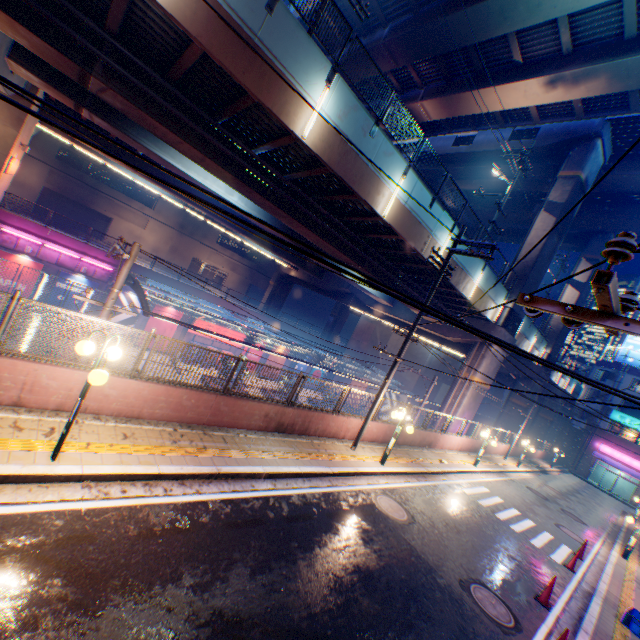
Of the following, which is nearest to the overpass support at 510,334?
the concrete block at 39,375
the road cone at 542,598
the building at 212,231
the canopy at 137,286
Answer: the concrete block at 39,375

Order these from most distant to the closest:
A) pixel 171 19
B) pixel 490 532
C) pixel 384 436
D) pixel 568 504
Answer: pixel 568 504 < pixel 384 436 < pixel 490 532 < pixel 171 19

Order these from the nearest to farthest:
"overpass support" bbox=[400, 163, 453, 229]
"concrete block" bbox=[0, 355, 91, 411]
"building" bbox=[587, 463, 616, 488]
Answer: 1. "concrete block" bbox=[0, 355, 91, 411]
2. "overpass support" bbox=[400, 163, 453, 229]
3. "building" bbox=[587, 463, 616, 488]

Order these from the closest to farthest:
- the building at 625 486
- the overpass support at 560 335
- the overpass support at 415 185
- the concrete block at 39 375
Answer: the concrete block at 39 375 → the overpass support at 415 185 → the overpass support at 560 335 → the building at 625 486

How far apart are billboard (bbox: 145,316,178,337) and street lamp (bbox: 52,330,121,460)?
25.4m

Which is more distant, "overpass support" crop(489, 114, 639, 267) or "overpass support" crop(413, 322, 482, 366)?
"overpass support" crop(413, 322, 482, 366)

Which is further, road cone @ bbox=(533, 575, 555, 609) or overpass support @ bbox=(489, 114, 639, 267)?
overpass support @ bbox=(489, 114, 639, 267)

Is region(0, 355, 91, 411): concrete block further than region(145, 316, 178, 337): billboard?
No
